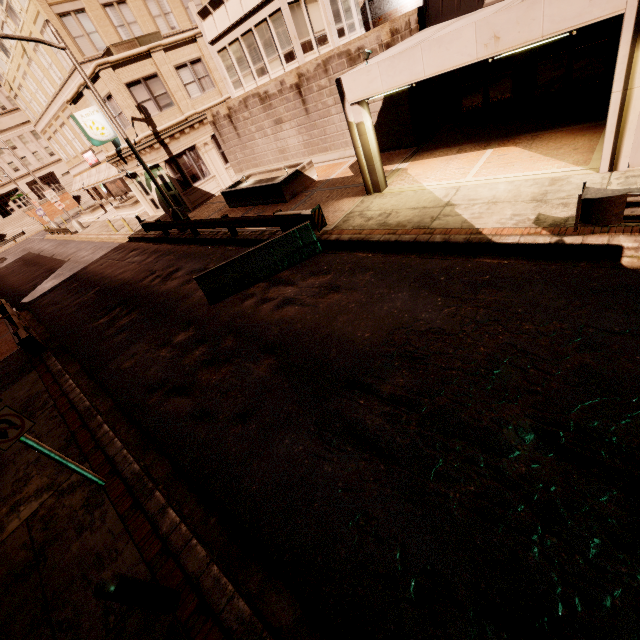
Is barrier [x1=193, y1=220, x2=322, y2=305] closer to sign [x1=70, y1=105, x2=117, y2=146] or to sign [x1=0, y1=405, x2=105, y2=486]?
sign [x1=0, y1=405, x2=105, y2=486]

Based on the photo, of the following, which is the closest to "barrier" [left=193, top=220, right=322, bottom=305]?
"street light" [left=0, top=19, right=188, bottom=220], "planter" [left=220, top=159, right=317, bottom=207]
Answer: "planter" [left=220, top=159, right=317, bottom=207]

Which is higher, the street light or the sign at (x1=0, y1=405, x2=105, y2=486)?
the sign at (x1=0, y1=405, x2=105, y2=486)

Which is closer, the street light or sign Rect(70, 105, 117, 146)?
the street light

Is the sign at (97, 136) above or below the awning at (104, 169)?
above

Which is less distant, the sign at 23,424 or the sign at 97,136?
the sign at 23,424

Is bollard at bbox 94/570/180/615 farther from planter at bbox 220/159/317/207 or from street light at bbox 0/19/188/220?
street light at bbox 0/19/188/220

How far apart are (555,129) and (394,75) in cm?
586
